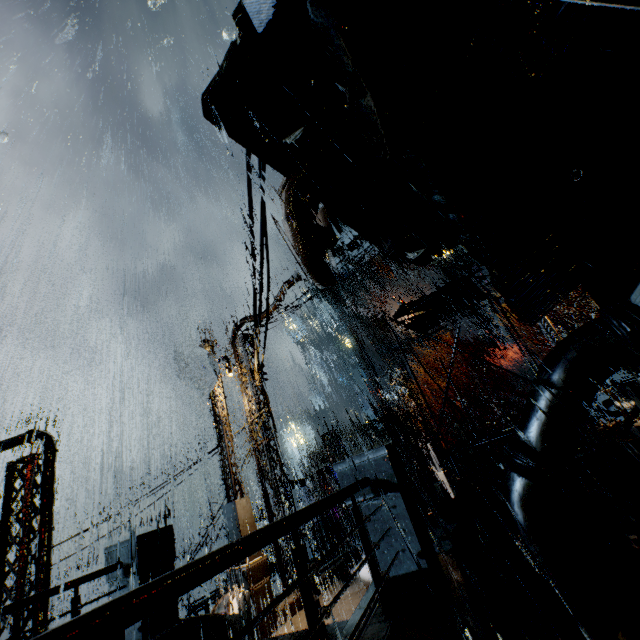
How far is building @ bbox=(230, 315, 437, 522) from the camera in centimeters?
1169cm

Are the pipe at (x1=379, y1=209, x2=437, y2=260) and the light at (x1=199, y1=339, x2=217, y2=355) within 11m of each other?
yes

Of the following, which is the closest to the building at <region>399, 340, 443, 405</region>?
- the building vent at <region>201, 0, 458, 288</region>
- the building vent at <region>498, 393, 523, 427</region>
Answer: the building vent at <region>201, 0, 458, 288</region>

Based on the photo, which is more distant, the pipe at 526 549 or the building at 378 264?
the building at 378 264

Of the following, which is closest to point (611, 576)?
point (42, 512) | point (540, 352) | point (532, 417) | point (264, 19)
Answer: point (532, 417)

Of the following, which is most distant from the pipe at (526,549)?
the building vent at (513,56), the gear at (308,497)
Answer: the gear at (308,497)

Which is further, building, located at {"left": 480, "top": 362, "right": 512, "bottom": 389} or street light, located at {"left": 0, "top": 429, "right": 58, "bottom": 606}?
building, located at {"left": 480, "top": 362, "right": 512, "bottom": 389}

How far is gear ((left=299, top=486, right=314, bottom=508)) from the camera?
44.95m
